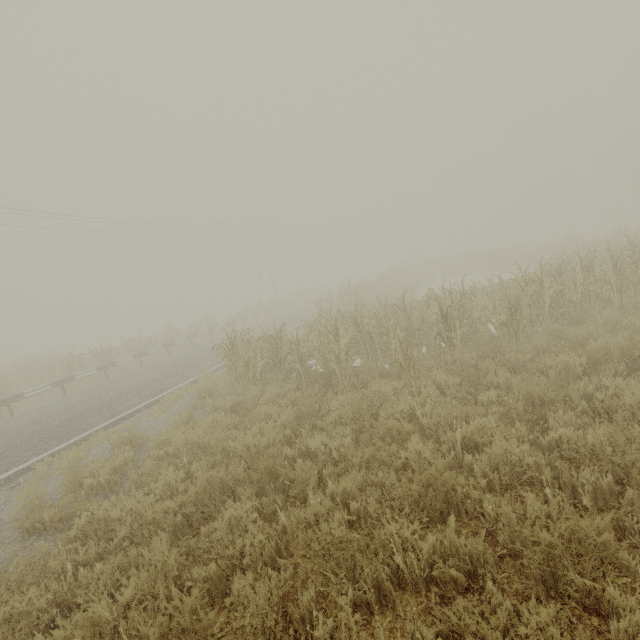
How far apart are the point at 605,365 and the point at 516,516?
4.1 meters
